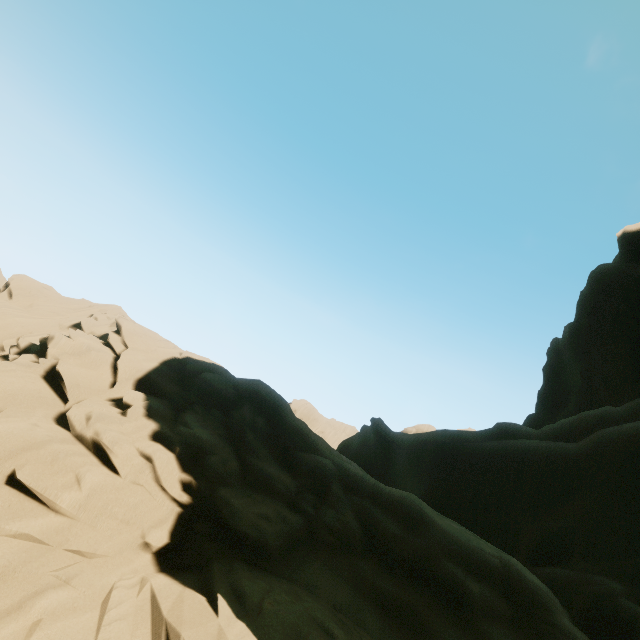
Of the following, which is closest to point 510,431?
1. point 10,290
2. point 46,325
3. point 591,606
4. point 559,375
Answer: point 591,606
